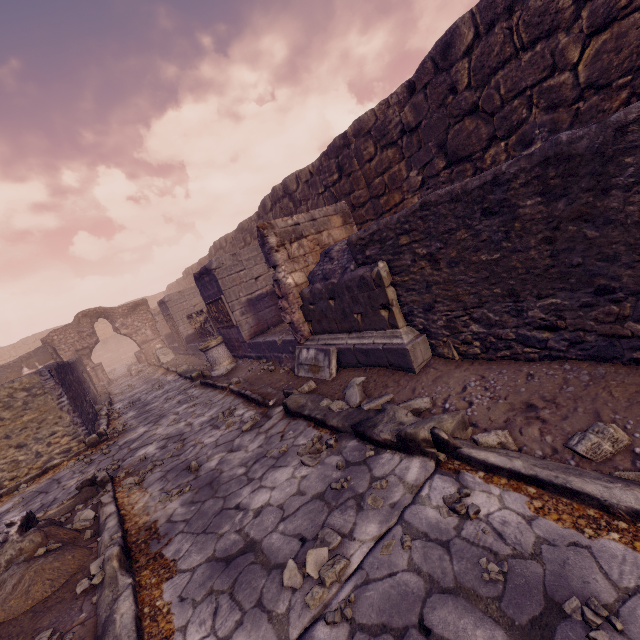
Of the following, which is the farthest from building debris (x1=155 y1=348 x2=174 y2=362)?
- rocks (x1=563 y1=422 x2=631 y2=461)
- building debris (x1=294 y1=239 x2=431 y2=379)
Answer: rocks (x1=563 y1=422 x2=631 y2=461)

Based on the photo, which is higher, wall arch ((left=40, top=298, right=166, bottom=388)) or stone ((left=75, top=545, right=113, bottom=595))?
wall arch ((left=40, top=298, right=166, bottom=388))

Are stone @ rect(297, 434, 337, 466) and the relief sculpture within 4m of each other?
no

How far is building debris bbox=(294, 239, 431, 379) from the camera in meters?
4.2

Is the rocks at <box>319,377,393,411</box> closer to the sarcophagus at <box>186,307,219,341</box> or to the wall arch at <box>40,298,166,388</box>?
the sarcophagus at <box>186,307,219,341</box>

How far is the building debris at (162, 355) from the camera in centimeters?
1634cm

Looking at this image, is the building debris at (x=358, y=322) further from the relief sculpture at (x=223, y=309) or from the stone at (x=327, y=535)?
the relief sculpture at (x=223, y=309)

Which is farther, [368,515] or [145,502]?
[145,502]
